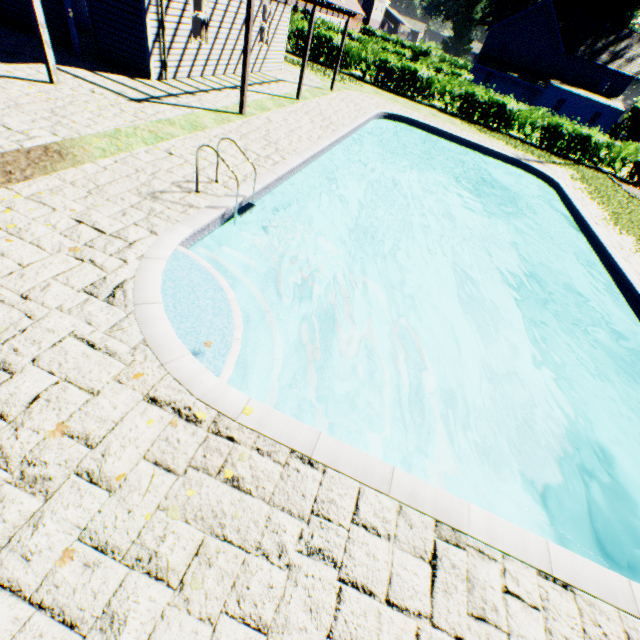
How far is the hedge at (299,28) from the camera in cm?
2308

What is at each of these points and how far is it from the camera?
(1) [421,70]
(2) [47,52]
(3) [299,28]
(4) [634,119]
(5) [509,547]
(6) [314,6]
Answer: (1) hedge, 22.6 meters
(2) veranda, 7.8 meters
(3) hedge, 23.3 meters
(4) plant, 38.9 meters
(5) swimming pool, 3.1 meters
(6) veranda, 11.9 meters

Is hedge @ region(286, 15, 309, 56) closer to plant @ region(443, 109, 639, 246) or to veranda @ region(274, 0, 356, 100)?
plant @ region(443, 109, 639, 246)

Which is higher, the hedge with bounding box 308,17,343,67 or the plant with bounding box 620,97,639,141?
the plant with bounding box 620,97,639,141

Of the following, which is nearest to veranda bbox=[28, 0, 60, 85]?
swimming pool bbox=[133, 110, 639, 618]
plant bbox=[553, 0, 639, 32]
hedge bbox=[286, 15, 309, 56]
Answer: swimming pool bbox=[133, 110, 639, 618]
